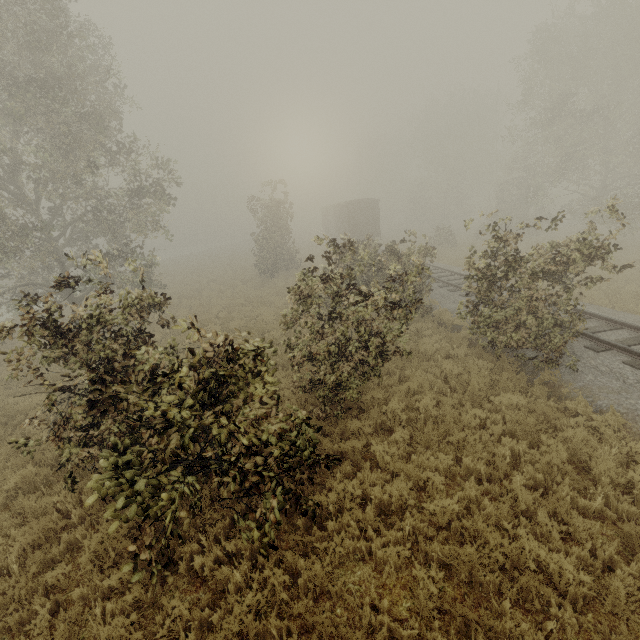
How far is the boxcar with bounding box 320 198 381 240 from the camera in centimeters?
3209cm

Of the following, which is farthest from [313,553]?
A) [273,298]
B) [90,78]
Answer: [90,78]

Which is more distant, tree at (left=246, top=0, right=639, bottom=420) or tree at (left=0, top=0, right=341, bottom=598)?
tree at (left=246, top=0, right=639, bottom=420)

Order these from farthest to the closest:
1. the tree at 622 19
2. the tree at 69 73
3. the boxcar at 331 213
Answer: the boxcar at 331 213 < the tree at 622 19 < the tree at 69 73

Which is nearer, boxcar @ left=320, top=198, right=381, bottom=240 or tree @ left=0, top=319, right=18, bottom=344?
tree @ left=0, top=319, right=18, bottom=344

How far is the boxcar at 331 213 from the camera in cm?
3209

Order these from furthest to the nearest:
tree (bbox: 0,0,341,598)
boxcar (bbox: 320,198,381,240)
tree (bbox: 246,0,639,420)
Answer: boxcar (bbox: 320,198,381,240)
tree (bbox: 246,0,639,420)
tree (bbox: 0,0,341,598)
